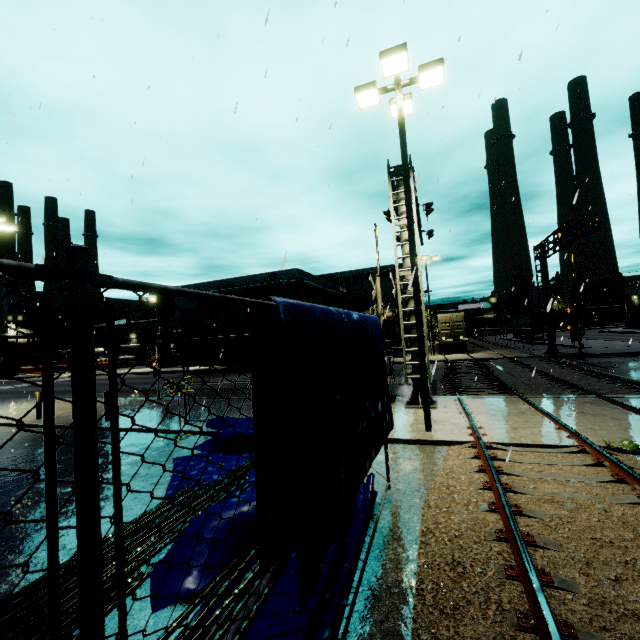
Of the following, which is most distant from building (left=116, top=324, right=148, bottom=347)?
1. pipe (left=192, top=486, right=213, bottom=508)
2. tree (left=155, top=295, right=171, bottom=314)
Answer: pipe (left=192, top=486, right=213, bottom=508)

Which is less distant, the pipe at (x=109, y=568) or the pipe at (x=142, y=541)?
the pipe at (x=109, y=568)

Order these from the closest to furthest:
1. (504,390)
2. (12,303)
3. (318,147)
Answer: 1. (318,147)
2. (504,390)
3. (12,303)

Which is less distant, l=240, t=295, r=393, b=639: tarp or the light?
l=240, t=295, r=393, b=639: tarp

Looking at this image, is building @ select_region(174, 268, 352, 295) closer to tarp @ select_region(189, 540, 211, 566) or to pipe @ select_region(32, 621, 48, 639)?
tarp @ select_region(189, 540, 211, 566)

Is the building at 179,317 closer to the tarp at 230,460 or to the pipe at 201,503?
the tarp at 230,460

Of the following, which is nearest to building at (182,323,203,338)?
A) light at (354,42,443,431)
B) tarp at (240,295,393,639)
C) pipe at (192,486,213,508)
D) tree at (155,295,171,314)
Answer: tree at (155,295,171,314)
